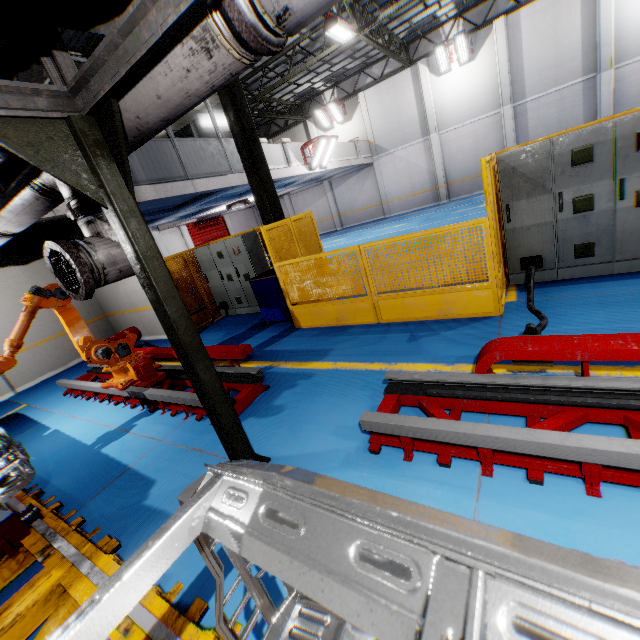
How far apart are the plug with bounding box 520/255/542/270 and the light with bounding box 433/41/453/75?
17.68m

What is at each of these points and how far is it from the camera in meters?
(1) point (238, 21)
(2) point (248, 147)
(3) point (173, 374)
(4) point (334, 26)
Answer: (1) vent pipe clamp, 1.7 m
(2) metal pole, 7.2 m
(3) metal platform, 5.9 m
(4) light, 11.0 m

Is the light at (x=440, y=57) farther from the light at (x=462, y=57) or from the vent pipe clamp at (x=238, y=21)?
the vent pipe clamp at (x=238, y=21)

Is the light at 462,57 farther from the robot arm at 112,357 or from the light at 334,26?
the robot arm at 112,357

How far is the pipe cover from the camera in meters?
2.9

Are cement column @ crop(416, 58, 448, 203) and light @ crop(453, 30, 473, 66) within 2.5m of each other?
yes

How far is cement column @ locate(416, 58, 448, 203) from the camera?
18.45m

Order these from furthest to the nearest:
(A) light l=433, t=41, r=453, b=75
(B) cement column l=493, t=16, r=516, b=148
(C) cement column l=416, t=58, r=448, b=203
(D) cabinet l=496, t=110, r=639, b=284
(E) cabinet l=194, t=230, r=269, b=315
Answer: (C) cement column l=416, t=58, r=448, b=203, (A) light l=433, t=41, r=453, b=75, (B) cement column l=493, t=16, r=516, b=148, (E) cabinet l=194, t=230, r=269, b=315, (D) cabinet l=496, t=110, r=639, b=284
